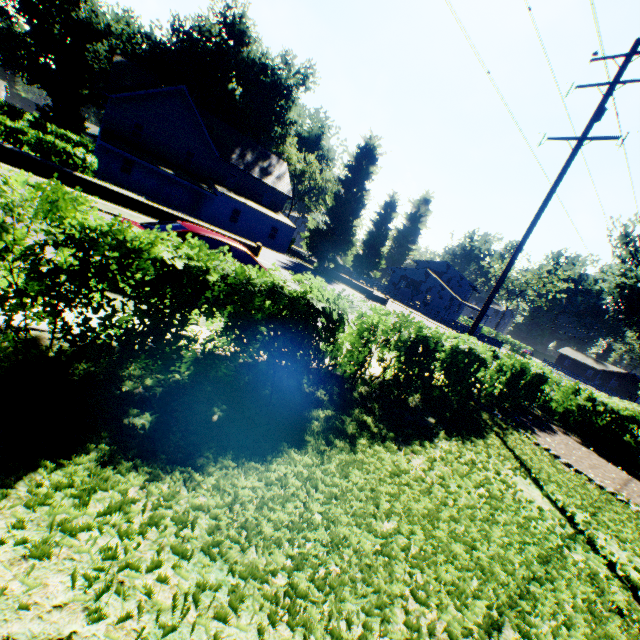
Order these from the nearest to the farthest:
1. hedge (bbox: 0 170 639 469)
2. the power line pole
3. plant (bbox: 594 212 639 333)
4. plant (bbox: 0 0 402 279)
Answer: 1. hedge (bbox: 0 170 639 469)
2. the power line pole
3. plant (bbox: 594 212 639 333)
4. plant (bbox: 0 0 402 279)

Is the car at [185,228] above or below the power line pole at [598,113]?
below

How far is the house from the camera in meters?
50.9 m

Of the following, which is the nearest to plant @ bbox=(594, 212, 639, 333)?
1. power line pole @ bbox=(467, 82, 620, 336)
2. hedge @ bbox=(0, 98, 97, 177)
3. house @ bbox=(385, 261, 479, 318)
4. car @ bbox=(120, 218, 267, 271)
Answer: house @ bbox=(385, 261, 479, 318)

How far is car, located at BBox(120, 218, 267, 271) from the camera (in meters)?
6.98

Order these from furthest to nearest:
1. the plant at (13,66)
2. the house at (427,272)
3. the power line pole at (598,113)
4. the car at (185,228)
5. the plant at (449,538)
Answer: the house at (427,272) < the plant at (13,66) < the power line pole at (598,113) < the car at (185,228) < the plant at (449,538)

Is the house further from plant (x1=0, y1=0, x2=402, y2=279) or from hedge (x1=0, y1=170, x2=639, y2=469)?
hedge (x1=0, y1=170, x2=639, y2=469)

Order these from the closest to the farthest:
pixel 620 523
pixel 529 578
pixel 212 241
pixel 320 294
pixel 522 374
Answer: pixel 529 578 → pixel 320 294 → pixel 620 523 → pixel 212 241 → pixel 522 374
